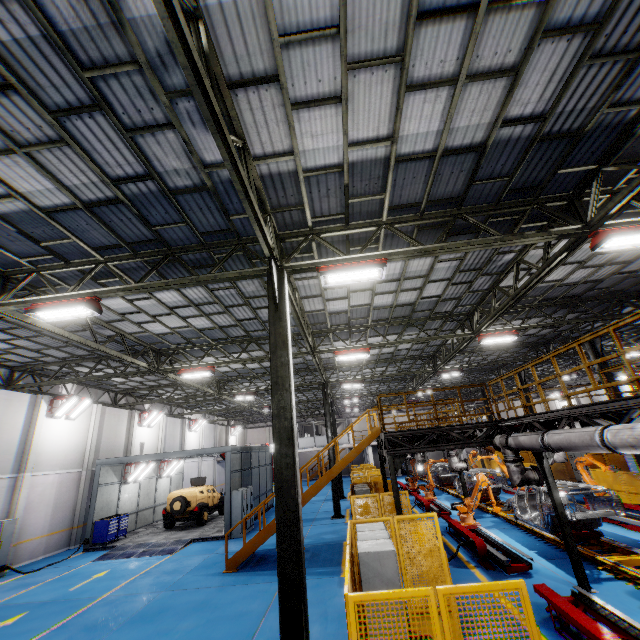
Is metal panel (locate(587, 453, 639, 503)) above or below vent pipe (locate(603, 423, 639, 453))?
below

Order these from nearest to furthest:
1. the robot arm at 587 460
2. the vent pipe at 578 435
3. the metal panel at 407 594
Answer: the metal panel at 407 594
the vent pipe at 578 435
the robot arm at 587 460

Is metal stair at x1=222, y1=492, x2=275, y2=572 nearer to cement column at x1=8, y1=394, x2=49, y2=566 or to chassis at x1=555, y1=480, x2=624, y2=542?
chassis at x1=555, y1=480, x2=624, y2=542

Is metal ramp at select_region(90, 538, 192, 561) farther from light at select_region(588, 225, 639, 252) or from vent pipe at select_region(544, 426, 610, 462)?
light at select_region(588, 225, 639, 252)

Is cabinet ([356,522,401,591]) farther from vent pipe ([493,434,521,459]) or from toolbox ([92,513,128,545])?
toolbox ([92,513,128,545])

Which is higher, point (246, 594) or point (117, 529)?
point (117, 529)

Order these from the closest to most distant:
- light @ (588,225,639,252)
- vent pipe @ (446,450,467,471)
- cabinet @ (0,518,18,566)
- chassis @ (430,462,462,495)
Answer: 1. light @ (588,225,639,252)
2. cabinet @ (0,518,18,566)
3. vent pipe @ (446,450,467,471)
4. chassis @ (430,462,462,495)

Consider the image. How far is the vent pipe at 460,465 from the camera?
15.5m
